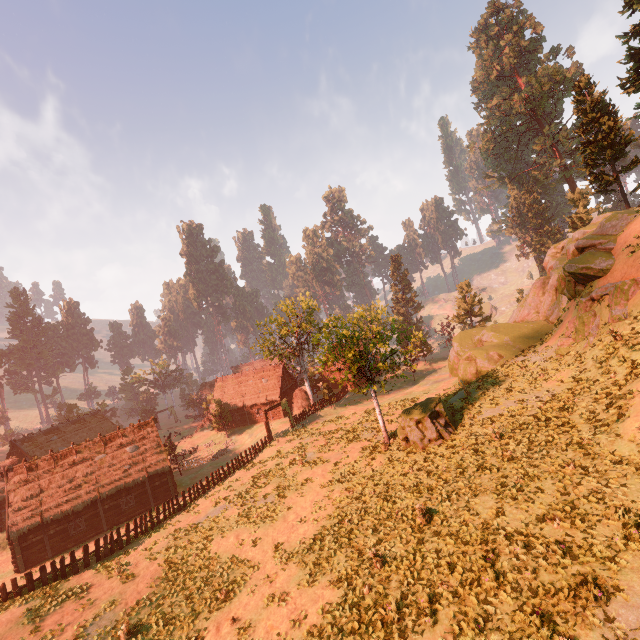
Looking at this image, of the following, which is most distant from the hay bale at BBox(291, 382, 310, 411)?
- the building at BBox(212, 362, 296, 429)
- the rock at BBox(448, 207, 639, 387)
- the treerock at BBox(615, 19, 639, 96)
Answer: the rock at BBox(448, 207, 639, 387)

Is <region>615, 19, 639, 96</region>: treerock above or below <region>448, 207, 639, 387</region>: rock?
above

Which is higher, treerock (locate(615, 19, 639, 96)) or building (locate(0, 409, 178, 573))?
treerock (locate(615, 19, 639, 96))

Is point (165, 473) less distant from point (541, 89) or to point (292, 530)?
point (292, 530)

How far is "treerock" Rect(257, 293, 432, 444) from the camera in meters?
21.8 m

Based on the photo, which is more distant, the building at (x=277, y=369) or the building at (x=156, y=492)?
the building at (x=277, y=369)

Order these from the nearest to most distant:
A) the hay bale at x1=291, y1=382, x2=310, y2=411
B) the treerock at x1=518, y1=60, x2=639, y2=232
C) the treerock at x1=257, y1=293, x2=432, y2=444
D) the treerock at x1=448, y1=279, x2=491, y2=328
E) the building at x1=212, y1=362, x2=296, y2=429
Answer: the treerock at x1=257, y1=293, x2=432, y2=444, the treerock at x1=518, y1=60, x2=639, y2=232, the hay bale at x1=291, y1=382, x2=310, y2=411, the building at x1=212, y1=362, x2=296, y2=429, the treerock at x1=448, y1=279, x2=491, y2=328

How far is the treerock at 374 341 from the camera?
21.8 meters
